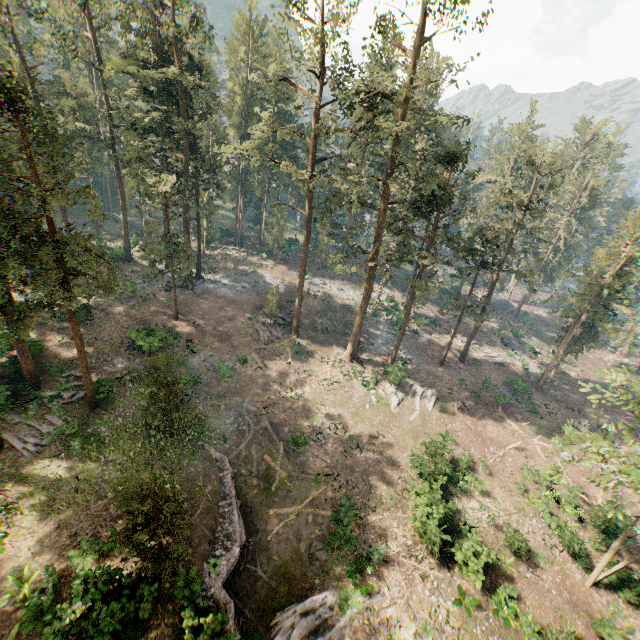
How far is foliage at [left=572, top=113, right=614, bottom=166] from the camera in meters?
56.9

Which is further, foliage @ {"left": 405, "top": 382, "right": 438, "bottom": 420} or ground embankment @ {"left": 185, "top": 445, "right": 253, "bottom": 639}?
foliage @ {"left": 405, "top": 382, "right": 438, "bottom": 420}

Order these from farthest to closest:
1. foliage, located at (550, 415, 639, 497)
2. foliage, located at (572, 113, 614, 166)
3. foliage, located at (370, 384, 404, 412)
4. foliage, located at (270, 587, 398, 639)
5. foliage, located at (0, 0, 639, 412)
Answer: foliage, located at (572, 113, 614, 166), foliage, located at (370, 384, 404, 412), foliage, located at (0, 0, 639, 412), foliage, located at (270, 587, 398, 639), foliage, located at (550, 415, 639, 497)

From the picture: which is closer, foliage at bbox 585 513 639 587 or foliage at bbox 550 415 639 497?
foliage at bbox 550 415 639 497

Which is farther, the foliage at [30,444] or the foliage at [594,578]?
the foliage at [30,444]

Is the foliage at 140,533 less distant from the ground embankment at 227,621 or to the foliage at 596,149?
the ground embankment at 227,621

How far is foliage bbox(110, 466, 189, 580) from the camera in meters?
13.9 m

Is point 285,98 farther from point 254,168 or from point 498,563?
point 498,563
